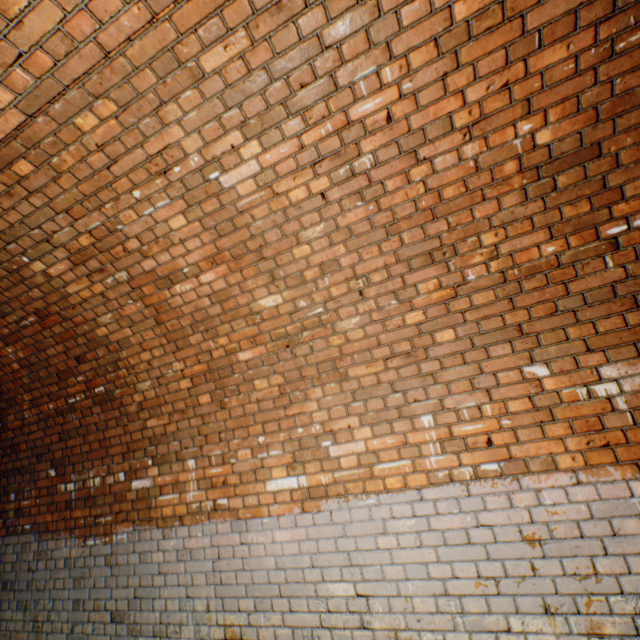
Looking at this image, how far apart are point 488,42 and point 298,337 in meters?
2.1
